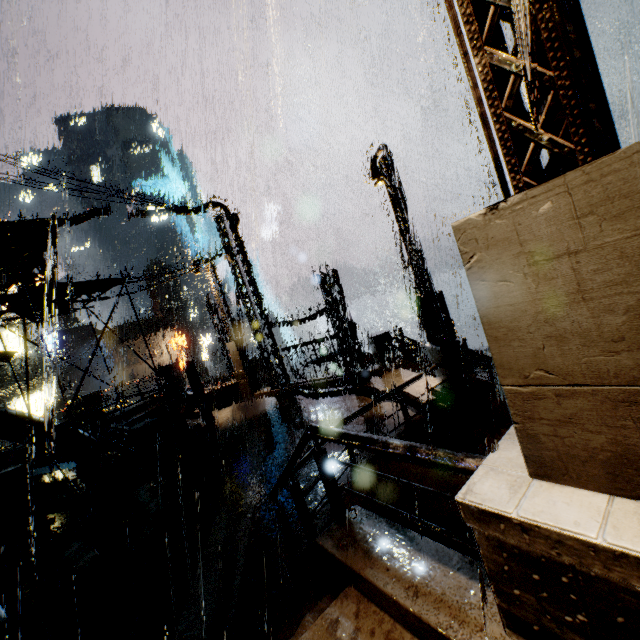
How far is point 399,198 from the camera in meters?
9.0

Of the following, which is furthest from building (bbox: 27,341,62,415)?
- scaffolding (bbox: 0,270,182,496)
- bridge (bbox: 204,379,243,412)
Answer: scaffolding (bbox: 0,270,182,496)

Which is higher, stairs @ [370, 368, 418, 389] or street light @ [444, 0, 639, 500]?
street light @ [444, 0, 639, 500]

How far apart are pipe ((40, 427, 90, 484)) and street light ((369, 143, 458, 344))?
11.8 meters

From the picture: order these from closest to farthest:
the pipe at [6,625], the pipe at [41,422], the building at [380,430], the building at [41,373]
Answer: the pipe at [6,625], the building at [380,430], the pipe at [41,422], the building at [41,373]

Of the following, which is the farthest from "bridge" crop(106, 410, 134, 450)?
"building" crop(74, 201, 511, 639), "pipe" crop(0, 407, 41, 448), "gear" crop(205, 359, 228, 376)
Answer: "gear" crop(205, 359, 228, 376)

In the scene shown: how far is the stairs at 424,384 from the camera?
10.4m
